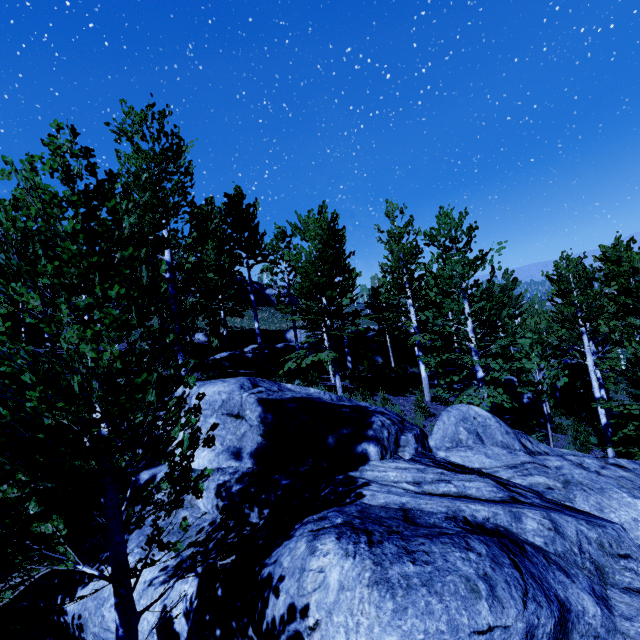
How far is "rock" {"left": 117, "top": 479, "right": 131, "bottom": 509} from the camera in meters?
6.4

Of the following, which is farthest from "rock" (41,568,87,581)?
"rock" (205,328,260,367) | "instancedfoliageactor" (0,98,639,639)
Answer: "rock" (205,328,260,367)

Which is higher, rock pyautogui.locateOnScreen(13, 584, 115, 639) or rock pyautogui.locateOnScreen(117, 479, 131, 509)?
rock pyautogui.locateOnScreen(117, 479, 131, 509)

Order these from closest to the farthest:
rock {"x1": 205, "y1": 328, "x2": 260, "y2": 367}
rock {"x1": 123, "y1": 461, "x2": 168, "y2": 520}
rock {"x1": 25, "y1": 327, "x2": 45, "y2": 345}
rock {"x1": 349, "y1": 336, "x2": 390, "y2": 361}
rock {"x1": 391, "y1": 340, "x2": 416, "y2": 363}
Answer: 1. rock {"x1": 123, "y1": 461, "x2": 168, "y2": 520}
2. rock {"x1": 25, "y1": 327, "x2": 45, "y2": 345}
3. rock {"x1": 205, "y1": 328, "x2": 260, "y2": 367}
4. rock {"x1": 349, "y1": 336, "x2": 390, "y2": 361}
5. rock {"x1": 391, "y1": 340, "x2": 416, "y2": 363}

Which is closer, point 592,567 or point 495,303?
point 592,567

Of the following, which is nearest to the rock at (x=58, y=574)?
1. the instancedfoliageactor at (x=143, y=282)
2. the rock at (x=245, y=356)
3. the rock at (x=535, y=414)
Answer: the instancedfoliageactor at (x=143, y=282)

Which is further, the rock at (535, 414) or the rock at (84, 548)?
the rock at (535, 414)

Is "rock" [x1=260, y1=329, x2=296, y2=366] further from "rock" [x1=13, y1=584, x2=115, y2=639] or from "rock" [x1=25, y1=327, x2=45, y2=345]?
"rock" [x1=13, y1=584, x2=115, y2=639]
